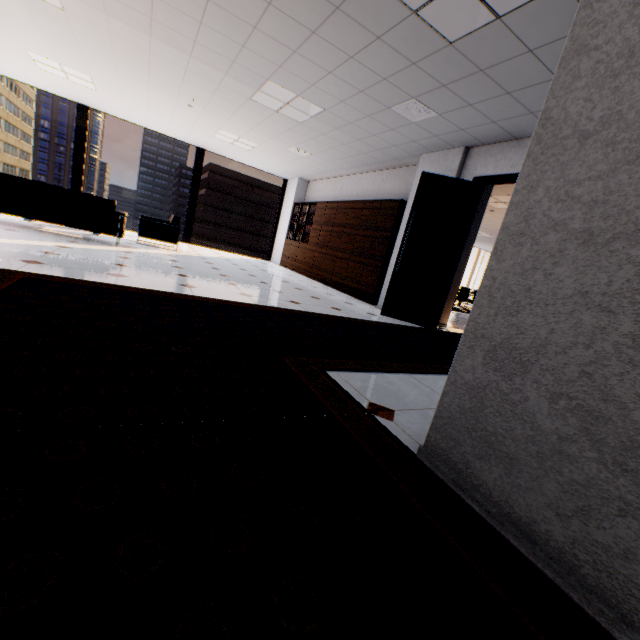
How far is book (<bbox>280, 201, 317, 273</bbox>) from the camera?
9.8m

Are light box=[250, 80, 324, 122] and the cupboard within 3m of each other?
yes

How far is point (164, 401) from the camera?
1.4 meters

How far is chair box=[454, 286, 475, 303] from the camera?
12.2m

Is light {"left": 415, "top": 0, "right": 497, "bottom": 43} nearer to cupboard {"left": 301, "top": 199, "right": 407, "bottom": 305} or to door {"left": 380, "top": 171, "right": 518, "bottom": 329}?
door {"left": 380, "top": 171, "right": 518, "bottom": 329}

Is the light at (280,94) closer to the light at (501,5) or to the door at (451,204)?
the door at (451,204)

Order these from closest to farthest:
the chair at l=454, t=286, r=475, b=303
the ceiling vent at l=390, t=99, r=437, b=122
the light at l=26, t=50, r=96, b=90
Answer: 1. the ceiling vent at l=390, t=99, r=437, b=122
2. the light at l=26, t=50, r=96, b=90
3. the chair at l=454, t=286, r=475, b=303

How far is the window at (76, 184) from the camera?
8.6 meters
